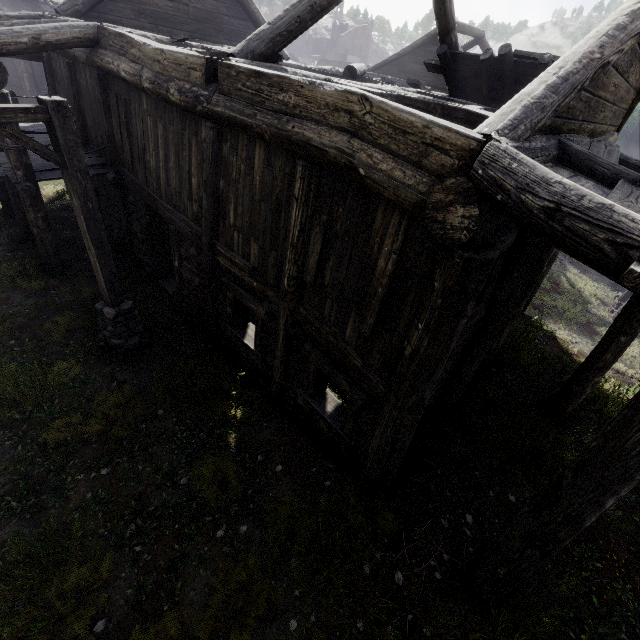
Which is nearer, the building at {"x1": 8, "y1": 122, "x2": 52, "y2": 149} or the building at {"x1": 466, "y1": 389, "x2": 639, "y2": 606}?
the building at {"x1": 466, "y1": 389, "x2": 639, "y2": 606}

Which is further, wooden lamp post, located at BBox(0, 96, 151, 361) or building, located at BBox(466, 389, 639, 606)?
wooden lamp post, located at BBox(0, 96, 151, 361)

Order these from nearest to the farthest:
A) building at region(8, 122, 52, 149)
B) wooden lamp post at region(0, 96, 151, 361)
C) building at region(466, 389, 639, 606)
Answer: building at region(466, 389, 639, 606)
wooden lamp post at region(0, 96, 151, 361)
building at region(8, 122, 52, 149)

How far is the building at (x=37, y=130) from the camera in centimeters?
715cm

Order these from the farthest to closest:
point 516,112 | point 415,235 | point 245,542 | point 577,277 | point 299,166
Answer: point 577,277 → point 245,542 → point 299,166 → point 415,235 → point 516,112

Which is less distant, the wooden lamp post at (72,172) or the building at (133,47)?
the building at (133,47)
